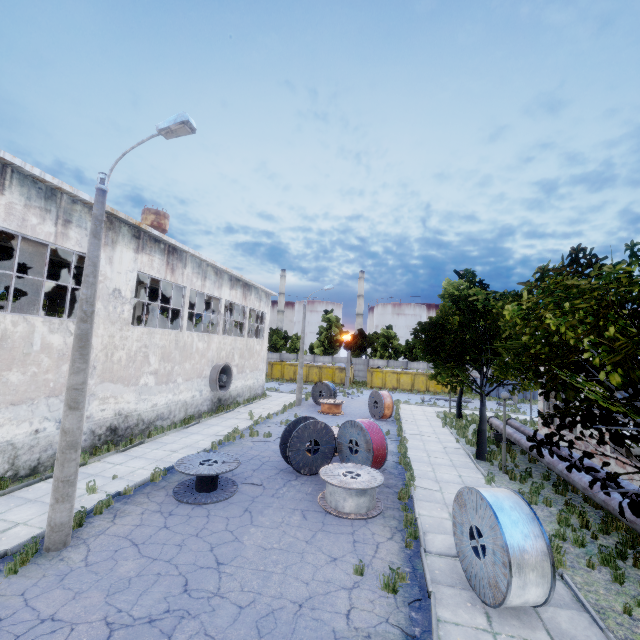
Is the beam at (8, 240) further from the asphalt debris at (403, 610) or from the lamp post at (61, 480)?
the asphalt debris at (403, 610)

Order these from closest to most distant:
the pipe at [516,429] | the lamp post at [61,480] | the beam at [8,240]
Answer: the lamp post at [61,480] < the pipe at [516,429] < the beam at [8,240]

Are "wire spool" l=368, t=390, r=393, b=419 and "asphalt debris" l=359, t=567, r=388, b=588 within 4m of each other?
no

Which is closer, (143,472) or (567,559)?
(567,559)

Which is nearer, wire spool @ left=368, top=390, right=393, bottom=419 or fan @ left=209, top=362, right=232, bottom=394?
fan @ left=209, top=362, right=232, bottom=394

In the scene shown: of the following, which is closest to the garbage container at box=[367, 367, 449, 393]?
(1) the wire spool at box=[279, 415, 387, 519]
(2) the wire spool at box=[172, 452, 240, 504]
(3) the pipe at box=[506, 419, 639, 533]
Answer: (3) the pipe at box=[506, 419, 639, 533]

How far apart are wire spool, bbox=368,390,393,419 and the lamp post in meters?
18.0 m

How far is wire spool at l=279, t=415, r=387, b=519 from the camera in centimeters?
961cm
